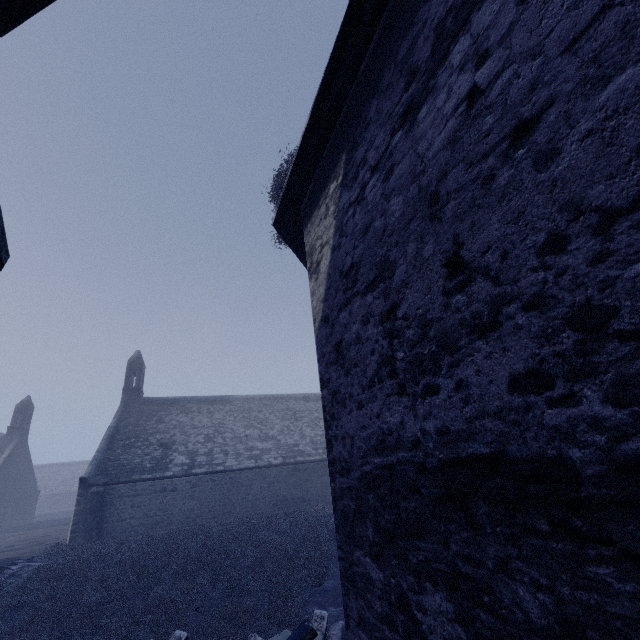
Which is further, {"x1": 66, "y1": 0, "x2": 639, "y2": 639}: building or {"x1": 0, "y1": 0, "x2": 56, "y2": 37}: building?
{"x1": 0, "y1": 0, "x2": 56, "y2": 37}: building

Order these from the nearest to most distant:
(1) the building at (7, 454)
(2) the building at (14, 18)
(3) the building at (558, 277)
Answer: (3) the building at (558, 277) → (2) the building at (14, 18) → (1) the building at (7, 454)

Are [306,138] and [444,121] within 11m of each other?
yes

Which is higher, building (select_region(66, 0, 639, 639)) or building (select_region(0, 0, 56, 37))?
building (select_region(0, 0, 56, 37))

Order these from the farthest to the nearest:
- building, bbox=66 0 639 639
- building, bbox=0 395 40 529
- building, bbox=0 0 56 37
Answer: building, bbox=0 395 40 529
building, bbox=0 0 56 37
building, bbox=66 0 639 639

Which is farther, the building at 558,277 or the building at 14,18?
the building at 14,18

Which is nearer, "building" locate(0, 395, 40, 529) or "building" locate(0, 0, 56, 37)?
"building" locate(0, 0, 56, 37)
